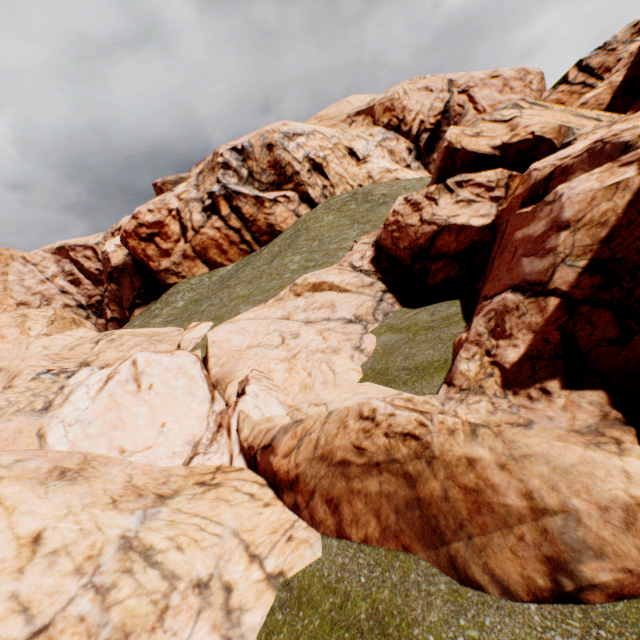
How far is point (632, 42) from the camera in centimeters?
4238cm
